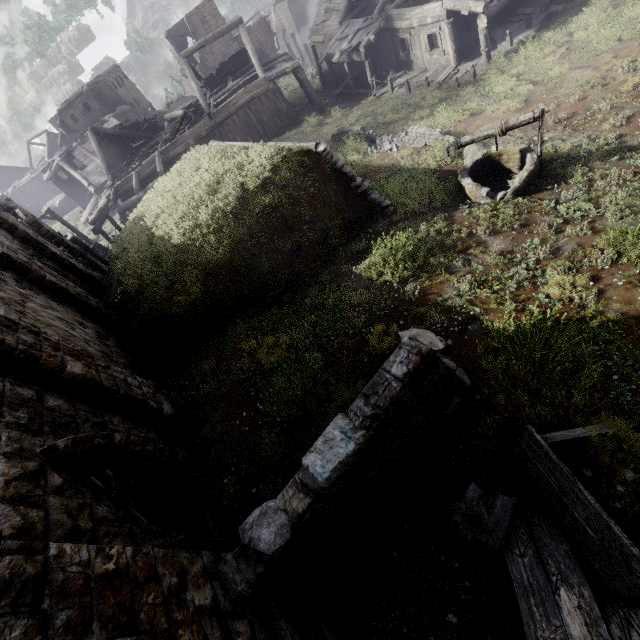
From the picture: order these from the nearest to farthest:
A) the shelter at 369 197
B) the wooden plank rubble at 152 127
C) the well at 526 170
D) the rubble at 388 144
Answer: the well at 526 170 < the shelter at 369 197 < the rubble at 388 144 < the wooden plank rubble at 152 127

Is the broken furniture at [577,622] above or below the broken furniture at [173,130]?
below

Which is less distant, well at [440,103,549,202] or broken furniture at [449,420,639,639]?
broken furniture at [449,420,639,639]

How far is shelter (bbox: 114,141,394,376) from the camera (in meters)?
9.00

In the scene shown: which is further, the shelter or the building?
the shelter

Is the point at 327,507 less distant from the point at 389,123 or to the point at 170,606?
the point at 170,606

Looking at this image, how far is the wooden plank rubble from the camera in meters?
26.1

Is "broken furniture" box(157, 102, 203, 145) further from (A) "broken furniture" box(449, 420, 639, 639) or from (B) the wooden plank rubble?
(A) "broken furniture" box(449, 420, 639, 639)
